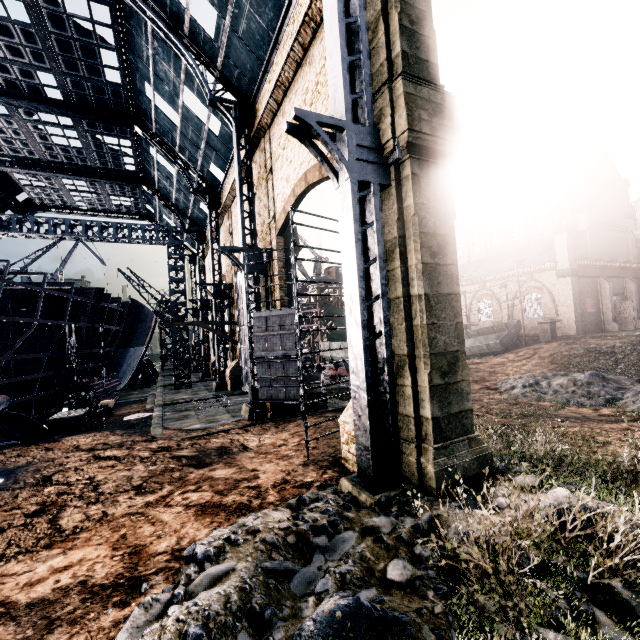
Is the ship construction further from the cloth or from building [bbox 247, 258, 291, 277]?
the cloth

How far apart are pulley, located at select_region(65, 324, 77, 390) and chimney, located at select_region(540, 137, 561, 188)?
50.57m

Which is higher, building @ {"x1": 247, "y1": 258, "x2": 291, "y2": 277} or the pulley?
building @ {"x1": 247, "y1": 258, "x2": 291, "y2": 277}

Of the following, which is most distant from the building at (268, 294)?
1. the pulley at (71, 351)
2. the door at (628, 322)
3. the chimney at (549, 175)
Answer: the pulley at (71, 351)

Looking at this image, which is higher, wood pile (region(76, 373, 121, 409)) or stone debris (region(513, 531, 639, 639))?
wood pile (region(76, 373, 121, 409))

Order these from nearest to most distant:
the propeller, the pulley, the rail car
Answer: the propeller, the pulley, the rail car

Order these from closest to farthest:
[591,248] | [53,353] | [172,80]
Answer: [53,353] < [172,80] < [591,248]

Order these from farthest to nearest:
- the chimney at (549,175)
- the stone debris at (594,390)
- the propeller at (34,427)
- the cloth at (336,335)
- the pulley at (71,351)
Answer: the cloth at (336,335)
the chimney at (549,175)
the pulley at (71,351)
the stone debris at (594,390)
the propeller at (34,427)
